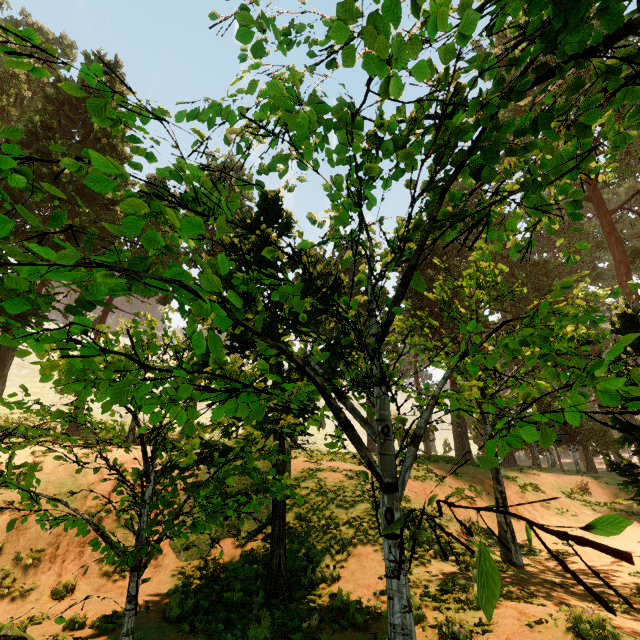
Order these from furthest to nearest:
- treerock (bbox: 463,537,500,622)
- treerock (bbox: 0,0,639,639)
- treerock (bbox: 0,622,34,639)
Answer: treerock (bbox: 0,622,34,639) → treerock (bbox: 0,0,639,639) → treerock (bbox: 463,537,500,622)

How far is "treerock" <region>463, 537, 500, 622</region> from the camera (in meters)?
1.11

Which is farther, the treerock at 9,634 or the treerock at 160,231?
the treerock at 9,634

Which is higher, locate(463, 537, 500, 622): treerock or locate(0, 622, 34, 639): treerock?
locate(463, 537, 500, 622): treerock

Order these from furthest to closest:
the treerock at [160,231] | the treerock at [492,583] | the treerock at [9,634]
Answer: the treerock at [9,634], the treerock at [160,231], the treerock at [492,583]

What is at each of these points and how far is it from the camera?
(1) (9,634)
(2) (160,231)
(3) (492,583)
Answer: (1) treerock, 5.34m
(2) treerock, 4.66m
(3) treerock, 1.14m

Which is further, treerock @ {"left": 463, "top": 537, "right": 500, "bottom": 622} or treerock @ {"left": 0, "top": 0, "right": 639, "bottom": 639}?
treerock @ {"left": 0, "top": 0, "right": 639, "bottom": 639}
